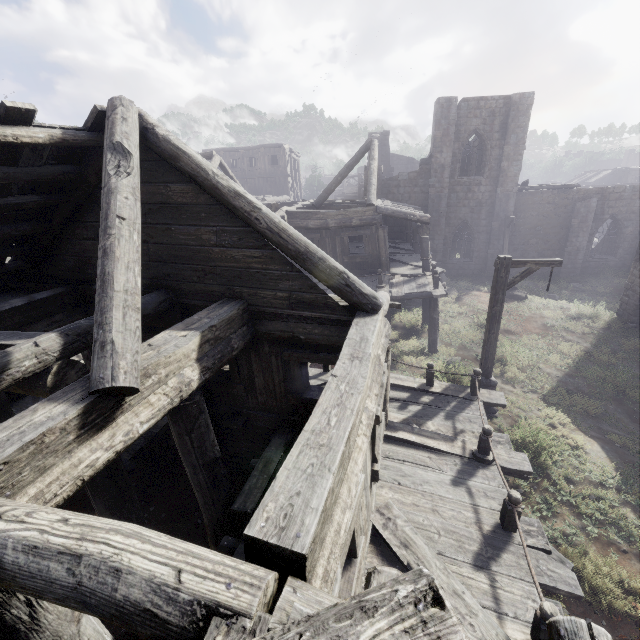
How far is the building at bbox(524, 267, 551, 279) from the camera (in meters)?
23.79

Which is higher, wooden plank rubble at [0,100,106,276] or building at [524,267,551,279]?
wooden plank rubble at [0,100,106,276]

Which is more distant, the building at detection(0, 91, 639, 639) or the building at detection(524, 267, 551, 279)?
the building at detection(524, 267, 551, 279)

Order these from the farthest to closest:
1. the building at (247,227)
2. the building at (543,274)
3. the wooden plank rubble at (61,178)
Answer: the building at (543,274)
the wooden plank rubble at (61,178)
the building at (247,227)

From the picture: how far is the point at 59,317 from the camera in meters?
6.5 m

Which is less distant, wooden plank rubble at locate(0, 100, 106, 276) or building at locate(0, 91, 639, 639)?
building at locate(0, 91, 639, 639)

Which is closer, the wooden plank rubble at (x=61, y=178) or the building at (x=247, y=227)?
the building at (x=247, y=227)

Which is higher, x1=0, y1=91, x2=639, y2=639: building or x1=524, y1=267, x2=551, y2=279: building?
x1=0, y1=91, x2=639, y2=639: building
